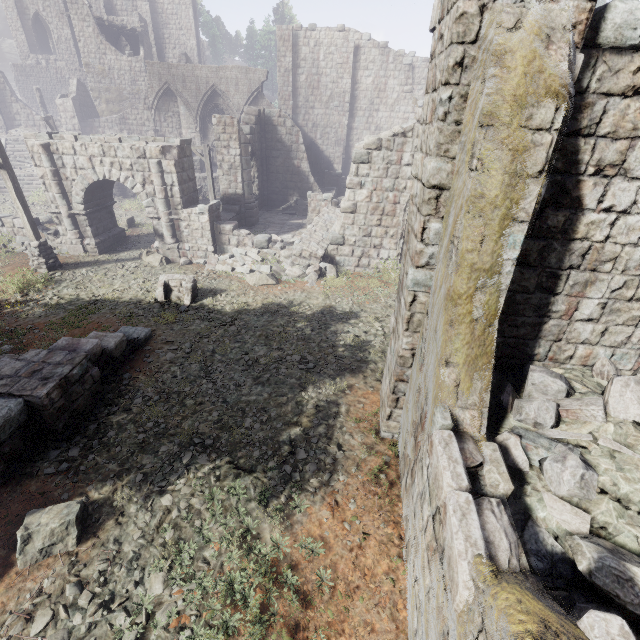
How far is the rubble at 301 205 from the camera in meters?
21.7

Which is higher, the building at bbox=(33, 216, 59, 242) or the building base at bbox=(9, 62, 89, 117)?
the building base at bbox=(9, 62, 89, 117)

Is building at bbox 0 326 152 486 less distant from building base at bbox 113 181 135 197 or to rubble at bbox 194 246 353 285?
rubble at bbox 194 246 353 285

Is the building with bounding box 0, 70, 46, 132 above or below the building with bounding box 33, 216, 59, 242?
above

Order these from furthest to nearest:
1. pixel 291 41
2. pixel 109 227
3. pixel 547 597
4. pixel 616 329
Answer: pixel 291 41
pixel 109 227
pixel 616 329
pixel 547 597

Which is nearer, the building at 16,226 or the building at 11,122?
the building at 16,226

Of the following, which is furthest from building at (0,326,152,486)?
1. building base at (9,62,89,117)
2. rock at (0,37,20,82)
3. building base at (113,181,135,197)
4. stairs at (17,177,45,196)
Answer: rock at (0,37,20,82)

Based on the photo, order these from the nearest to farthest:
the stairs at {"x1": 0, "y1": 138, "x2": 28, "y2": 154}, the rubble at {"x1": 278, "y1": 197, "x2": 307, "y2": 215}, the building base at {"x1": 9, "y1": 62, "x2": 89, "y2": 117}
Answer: the rubble at {"x1": 278, "y1": 197, "x2": 307, "y2": 215}, the stairs at {"x1": 0, "y1": 138, "x2": 28, "y2": 154}, the building base at {"x1": 9, "y1": 62, "x2": 89, "y2": 117}
